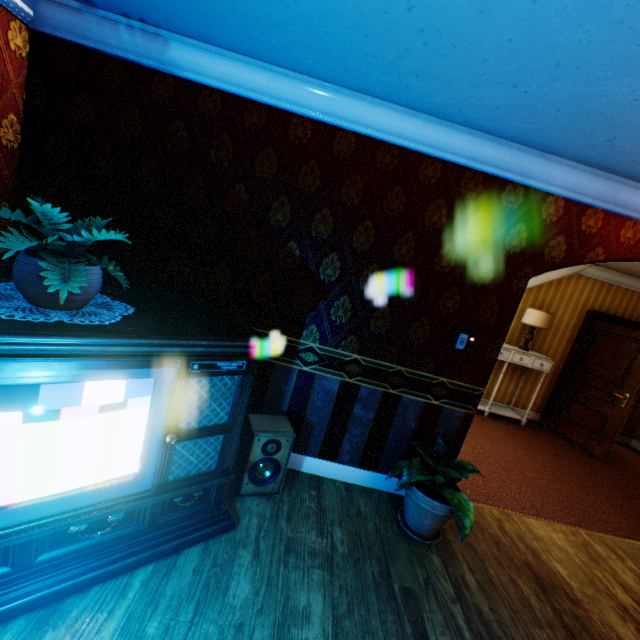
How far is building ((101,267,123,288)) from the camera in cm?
269

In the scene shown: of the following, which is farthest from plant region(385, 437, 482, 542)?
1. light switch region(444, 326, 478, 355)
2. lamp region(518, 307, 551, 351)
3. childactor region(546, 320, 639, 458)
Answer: childactor region(546, 320, 639, 458)

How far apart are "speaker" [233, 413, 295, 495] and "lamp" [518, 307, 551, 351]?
5.1m

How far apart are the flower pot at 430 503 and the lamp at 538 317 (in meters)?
4.11

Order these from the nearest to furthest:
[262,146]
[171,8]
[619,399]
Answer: [171,8] → [262,146] → [619,399]

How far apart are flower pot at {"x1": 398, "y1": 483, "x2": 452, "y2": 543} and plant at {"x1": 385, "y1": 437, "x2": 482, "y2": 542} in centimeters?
1cm

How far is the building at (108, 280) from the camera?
2.69m

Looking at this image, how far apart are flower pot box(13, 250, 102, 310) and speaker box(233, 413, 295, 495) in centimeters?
143cm
